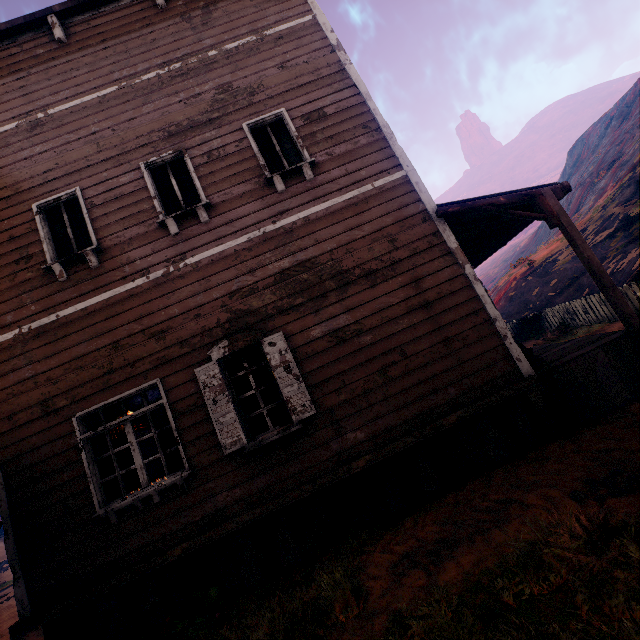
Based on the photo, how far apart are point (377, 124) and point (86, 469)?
7.5 meters

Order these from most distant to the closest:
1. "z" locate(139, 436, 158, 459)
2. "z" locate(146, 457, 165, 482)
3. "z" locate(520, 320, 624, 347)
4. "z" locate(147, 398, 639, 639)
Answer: "z" locate(139, 436, 158, 459) < "z" locate(146, 457, 165, 482) < "z" locate(520, 320, 624, 347) < "z" locate(147, 398, 639, 639)

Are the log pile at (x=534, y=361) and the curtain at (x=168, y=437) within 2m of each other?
no

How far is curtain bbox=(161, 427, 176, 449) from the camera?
4.97m

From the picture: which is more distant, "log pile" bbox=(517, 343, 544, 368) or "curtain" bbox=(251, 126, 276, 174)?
"curtain" bbox=(251, 126, 276, 174)

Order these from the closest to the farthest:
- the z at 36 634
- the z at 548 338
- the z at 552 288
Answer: the z at 36 634
the z at 548 338
the z at 552 288

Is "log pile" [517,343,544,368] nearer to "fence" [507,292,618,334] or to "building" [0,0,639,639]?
"building" [0,0,639,639]

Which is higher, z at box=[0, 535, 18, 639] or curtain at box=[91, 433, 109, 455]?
curtain at box=[91, 433, 109, 455]
